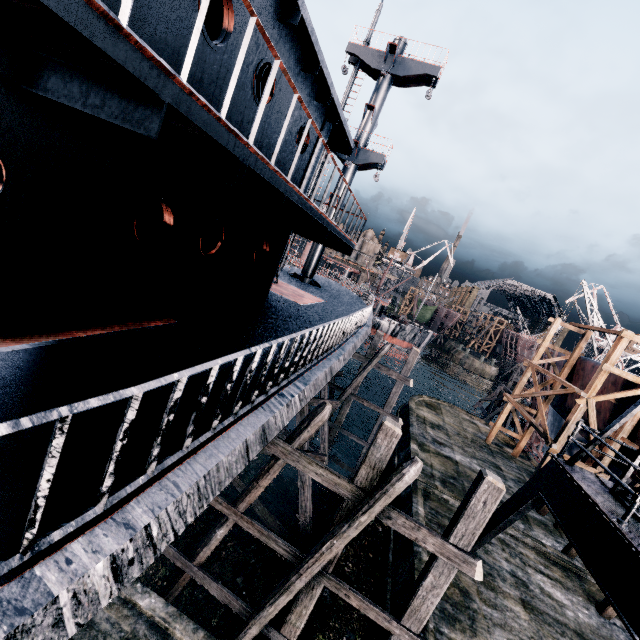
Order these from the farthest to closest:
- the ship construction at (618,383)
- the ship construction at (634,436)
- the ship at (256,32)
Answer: the ship construction at (618,383) < the ship construction at (634,436) < the ship at (256,32)

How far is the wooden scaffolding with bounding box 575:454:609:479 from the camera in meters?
16.6 m

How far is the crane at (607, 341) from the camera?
27.1 meters

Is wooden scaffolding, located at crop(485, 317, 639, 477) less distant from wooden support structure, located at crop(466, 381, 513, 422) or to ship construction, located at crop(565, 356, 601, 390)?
ship construction, located at crop(565, 356, 601, 390)

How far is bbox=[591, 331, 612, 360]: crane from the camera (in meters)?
27.11

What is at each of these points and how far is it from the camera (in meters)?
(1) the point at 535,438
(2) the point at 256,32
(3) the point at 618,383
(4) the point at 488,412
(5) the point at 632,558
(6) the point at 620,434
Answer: (1) ship construction, 36.62
(2) ship, 5.40
(3) ship construction, 18.58
(4) wooden support structure, 38.31
(5) crane, 5.92
(6) wooden scaffolding, 16.38

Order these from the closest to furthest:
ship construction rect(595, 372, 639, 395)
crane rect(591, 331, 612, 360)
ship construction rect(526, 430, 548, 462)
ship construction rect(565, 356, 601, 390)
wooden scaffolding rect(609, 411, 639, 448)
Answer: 1. wooden scaffolding rect(609, 411, 639, 448)
2. ship construction rect(595, 372, 639, 395)
3. ship construction rect(565, 356, 601, 390)
4. crane rect(591, 331, 612, 360)
5. ship construction rect(526, 430, 548, 462)

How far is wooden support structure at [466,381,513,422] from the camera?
37.9 meters
